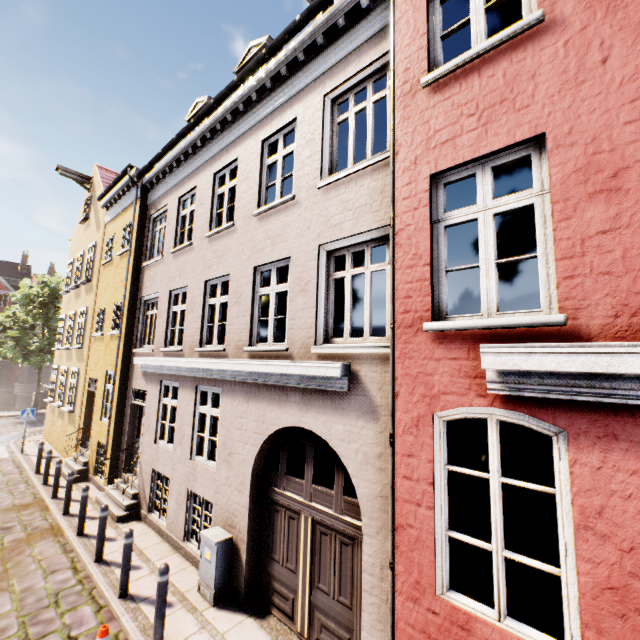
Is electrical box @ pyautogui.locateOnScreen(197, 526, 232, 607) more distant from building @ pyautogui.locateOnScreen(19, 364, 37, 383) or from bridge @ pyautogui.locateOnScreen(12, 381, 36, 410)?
building @ pyautogui.locateOnScreen(19, 364, 37, 383)

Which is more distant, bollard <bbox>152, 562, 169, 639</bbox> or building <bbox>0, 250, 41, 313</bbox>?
building <bbox>0, 250, 41, 313</bbox>

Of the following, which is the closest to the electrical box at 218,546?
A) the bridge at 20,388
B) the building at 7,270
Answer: the bridge at 20,388

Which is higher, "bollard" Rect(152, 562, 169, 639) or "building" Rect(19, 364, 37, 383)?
"building" Rect(19, 364, 37, 383)

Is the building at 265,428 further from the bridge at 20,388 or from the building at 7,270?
the building at 7,270

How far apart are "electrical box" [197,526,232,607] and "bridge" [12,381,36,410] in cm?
4252

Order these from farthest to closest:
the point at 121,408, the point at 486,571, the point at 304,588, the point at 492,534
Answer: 1. the point at 121,408
2. the point at 486,571
3. the point at 304,588
4. the point at 492,534

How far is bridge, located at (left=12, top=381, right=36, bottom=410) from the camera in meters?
35.8 m
